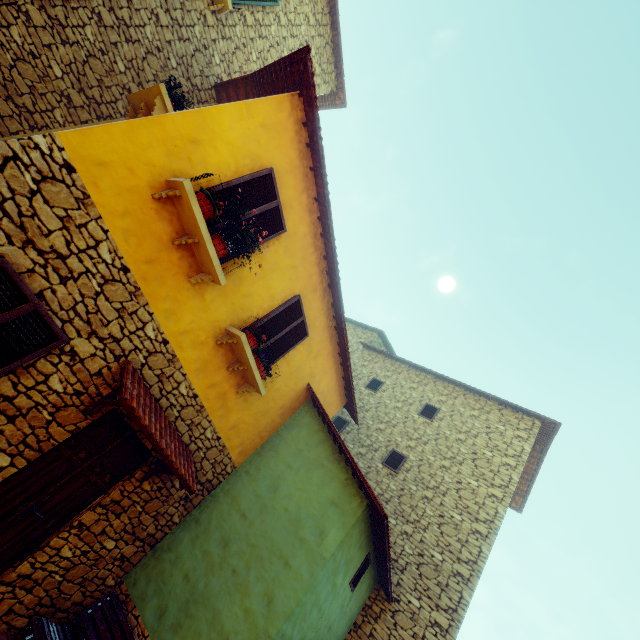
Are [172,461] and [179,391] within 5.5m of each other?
yes

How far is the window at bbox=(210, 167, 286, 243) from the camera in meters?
4.9 m

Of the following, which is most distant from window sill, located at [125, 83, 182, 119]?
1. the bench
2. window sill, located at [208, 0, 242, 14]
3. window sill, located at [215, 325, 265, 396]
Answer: the bench

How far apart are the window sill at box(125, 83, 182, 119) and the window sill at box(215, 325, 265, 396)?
4.0 meters

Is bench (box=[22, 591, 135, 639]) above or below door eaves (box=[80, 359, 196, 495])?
below

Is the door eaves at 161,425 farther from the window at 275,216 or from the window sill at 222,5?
the window sill at 222,5

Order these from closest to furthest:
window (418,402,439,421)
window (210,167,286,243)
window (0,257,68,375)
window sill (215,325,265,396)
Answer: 1. window (0,257,68,375)
2. window (210,167,286,243)
3. window sill (215,325,265,396)
4. window (418,402,439,421)

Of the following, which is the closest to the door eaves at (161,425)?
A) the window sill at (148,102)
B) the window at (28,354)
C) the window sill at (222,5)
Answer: the window at (28,354)
